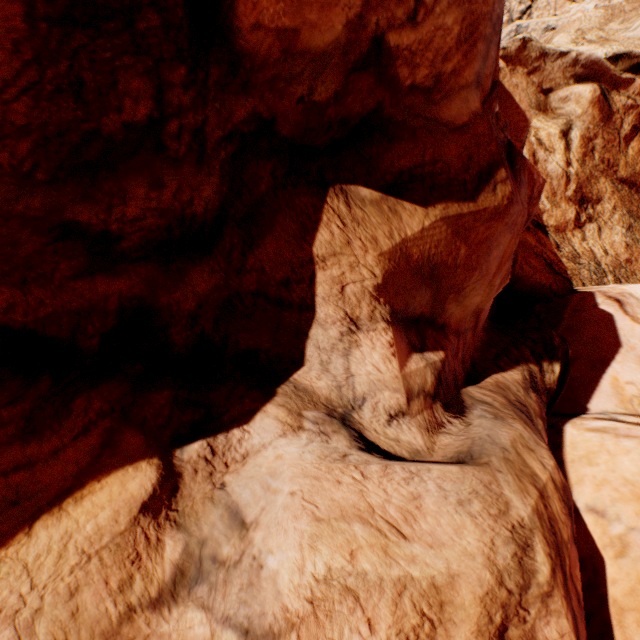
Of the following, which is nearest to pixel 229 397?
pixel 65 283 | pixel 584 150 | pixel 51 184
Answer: pixel 65 283
